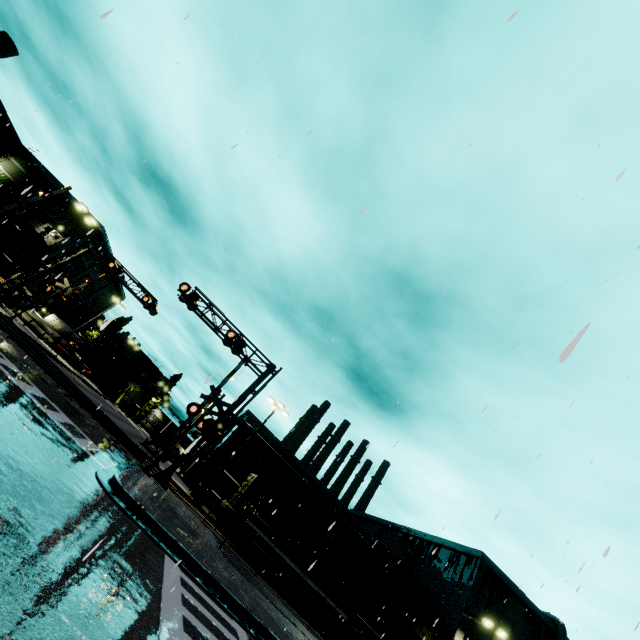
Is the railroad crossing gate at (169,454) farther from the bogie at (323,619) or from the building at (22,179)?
the bogie at (323,619)

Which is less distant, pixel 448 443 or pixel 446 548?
pixel 448 443

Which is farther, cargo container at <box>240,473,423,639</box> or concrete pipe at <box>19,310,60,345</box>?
concrete pipe at <box>19,310,60,345</box>

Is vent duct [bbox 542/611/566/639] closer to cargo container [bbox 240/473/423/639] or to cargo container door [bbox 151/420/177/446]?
cargo container [bbox 240/473/423/639]

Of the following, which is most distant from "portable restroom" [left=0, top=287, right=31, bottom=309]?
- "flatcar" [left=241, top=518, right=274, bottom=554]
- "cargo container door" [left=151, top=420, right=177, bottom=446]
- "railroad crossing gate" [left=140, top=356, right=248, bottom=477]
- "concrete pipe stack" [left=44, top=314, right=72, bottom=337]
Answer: "flatcar" [left=241, top=518, right=274, bottom=554]

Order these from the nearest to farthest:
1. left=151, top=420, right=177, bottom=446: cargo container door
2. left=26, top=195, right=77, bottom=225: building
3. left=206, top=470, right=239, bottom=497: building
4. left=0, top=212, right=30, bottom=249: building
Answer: left=0, top=212, right=30, bottom=249: building, left=151, top=420, right=177, bottom=446: cargo container door, left=206, top=470, right=239, bottom=497: building, left=26, top=195, right=77, bottom=225: building

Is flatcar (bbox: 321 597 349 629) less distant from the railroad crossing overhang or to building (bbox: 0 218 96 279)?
building (bbox: 0 218 96 279)

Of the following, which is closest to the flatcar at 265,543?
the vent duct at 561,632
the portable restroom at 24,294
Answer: the vent duct at 561,632
